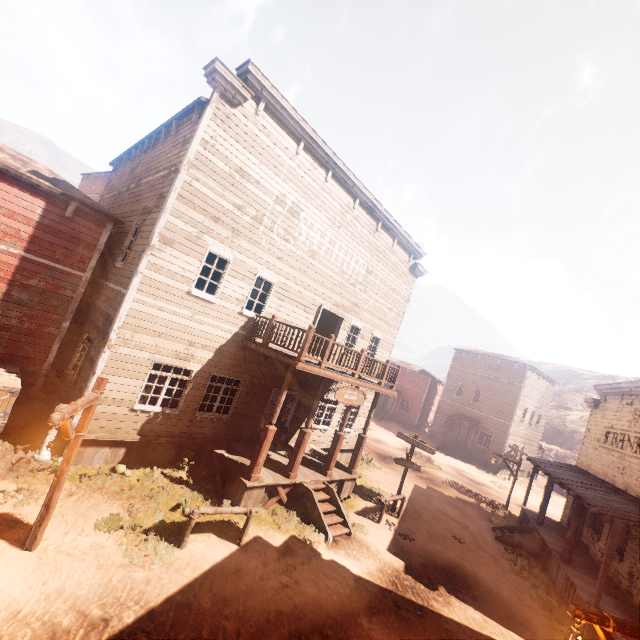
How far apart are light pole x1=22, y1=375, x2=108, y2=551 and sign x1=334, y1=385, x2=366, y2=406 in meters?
6.6 m

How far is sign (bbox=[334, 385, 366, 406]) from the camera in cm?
1097

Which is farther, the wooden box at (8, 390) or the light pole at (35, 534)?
the wooden box at (8, 390)

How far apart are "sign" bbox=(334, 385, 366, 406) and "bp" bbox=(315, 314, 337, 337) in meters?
4.0

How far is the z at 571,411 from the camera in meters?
43.2

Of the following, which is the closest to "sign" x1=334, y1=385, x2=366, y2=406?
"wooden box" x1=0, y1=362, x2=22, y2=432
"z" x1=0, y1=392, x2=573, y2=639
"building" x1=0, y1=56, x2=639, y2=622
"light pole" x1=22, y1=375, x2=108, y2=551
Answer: "building" x1=0, y1=56, x2=639, y2=622

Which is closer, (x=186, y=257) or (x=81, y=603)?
(x=81, y=603)

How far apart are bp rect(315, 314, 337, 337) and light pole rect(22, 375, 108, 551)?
10.2m
